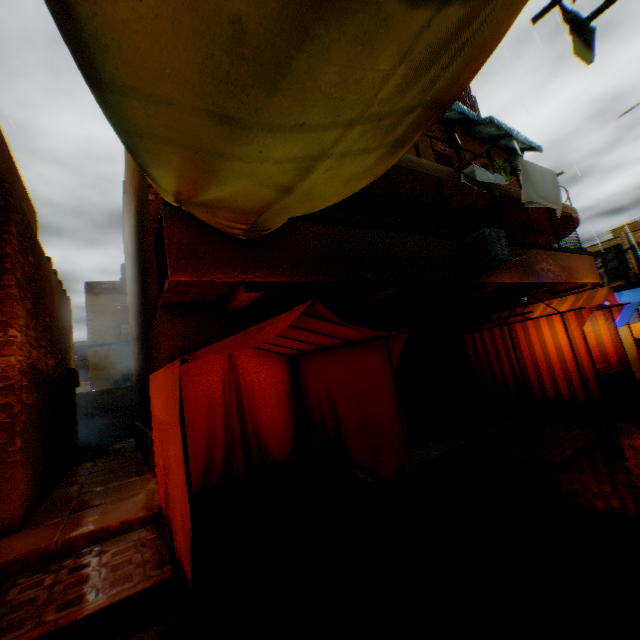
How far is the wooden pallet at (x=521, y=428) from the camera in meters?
5.9 m

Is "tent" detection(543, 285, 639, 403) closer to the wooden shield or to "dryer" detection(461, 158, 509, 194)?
"dryer" detection(461, 158, 509, 194)

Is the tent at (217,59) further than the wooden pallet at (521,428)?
No

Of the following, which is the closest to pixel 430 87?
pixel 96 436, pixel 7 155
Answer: pixel 7 155

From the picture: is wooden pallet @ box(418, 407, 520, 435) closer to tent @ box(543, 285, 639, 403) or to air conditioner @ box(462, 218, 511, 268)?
tent @ box(543, 285, 639, 403)

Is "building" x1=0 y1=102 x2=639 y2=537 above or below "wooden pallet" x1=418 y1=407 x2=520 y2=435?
above

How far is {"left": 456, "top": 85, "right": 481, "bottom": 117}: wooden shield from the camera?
14.0m

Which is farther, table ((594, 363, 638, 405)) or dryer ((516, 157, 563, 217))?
dryer ((516, 157, 563, 217))
